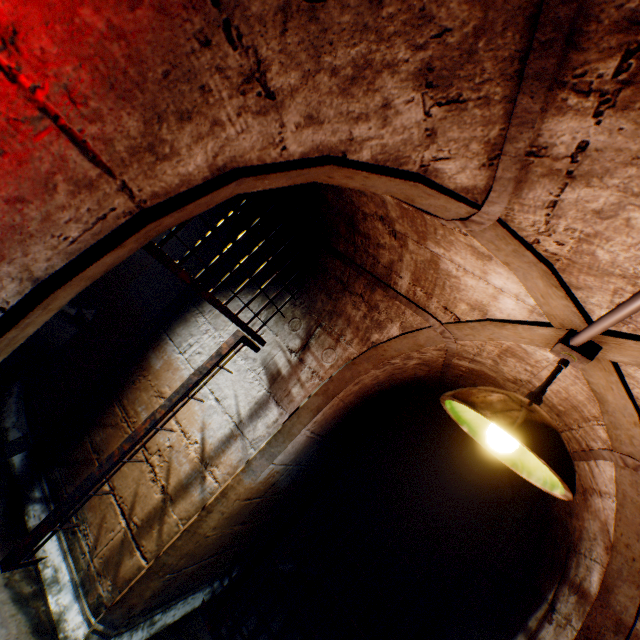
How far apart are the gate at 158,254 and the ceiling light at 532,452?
1.33m

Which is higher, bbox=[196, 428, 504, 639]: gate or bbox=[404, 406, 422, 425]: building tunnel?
bbox=[404, 406, 422, 425]: building tunnel

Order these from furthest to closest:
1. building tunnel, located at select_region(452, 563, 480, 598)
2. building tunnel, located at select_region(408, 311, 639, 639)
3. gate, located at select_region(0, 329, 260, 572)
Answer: building tunnel, located at select_region(452, 563, 480, 598) < gate, located at select_region(0, 329, 260, 572) < building tunnel, located at select_region(408, 311, 639, 639)

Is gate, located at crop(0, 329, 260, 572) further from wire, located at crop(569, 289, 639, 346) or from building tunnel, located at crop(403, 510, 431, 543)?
wire, located at crop(569, 289, 639, 346)

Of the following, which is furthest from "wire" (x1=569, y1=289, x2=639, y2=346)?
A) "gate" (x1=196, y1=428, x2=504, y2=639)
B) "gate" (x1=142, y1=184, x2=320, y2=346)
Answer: "gate" (x1=196, y1=428, x2=504, y2=639)

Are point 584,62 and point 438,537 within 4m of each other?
no

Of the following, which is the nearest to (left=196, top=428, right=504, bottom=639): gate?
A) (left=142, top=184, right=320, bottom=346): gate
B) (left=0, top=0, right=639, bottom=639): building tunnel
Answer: (left=0, top=0, right=639, bottom=639): building tunnel

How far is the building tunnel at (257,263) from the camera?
2.76m
